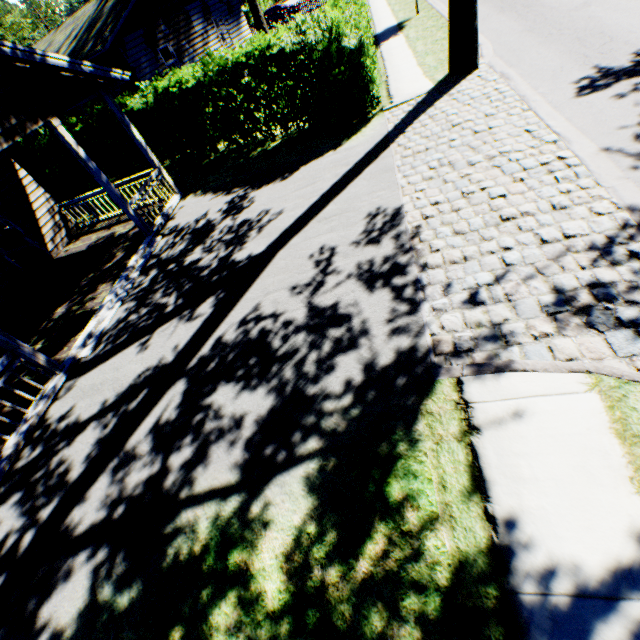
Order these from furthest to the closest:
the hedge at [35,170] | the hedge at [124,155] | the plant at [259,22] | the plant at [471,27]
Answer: the plant at [259,22] → the hedge at [35,170] → the hedge at [124,155] → the plant at [471,27]

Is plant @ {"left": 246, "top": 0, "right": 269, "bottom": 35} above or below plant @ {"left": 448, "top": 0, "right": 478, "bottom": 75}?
above

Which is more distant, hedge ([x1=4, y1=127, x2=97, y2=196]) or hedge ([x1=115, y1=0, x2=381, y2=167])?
hedge ([x1=4, y1=127, x2=97, y2=196])

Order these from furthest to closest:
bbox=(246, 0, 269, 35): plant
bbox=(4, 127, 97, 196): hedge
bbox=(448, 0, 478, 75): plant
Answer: bbox=(246, 0, 269, 35): plant < bbox=(4, 127, 97, 196): hedge < bbox=(448, 0, 478, 75): plant

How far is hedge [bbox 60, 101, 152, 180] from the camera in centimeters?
1323cm

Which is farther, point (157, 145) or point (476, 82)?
point (157, 145)

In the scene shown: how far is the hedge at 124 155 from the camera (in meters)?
13.23
